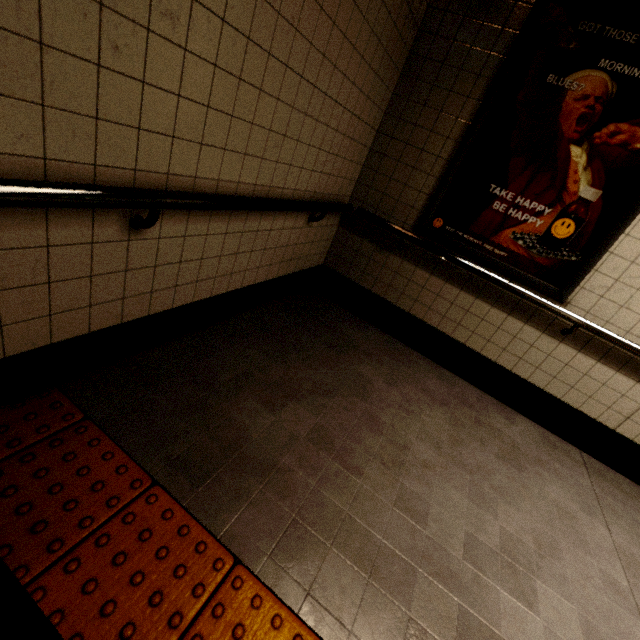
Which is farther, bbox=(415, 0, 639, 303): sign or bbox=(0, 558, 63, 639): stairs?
bbox=(415, 0, 639, 303): sign

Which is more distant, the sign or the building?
the sign

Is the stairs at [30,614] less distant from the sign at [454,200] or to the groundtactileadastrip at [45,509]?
the groundtactileadastrip at [45,509]

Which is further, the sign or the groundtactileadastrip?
the sign

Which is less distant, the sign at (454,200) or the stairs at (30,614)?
the stairs at (30,614)

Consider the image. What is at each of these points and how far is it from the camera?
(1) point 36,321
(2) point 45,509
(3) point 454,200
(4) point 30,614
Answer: (1) building, 1.2m
(2) groundtactileadastrip, 1.1m
(3) sign, 2.6m
(4) stairs, 0.8m

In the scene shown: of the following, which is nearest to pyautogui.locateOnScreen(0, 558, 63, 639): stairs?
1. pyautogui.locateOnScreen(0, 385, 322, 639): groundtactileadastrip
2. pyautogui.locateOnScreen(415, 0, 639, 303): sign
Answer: pyautogui.locateOnScreen(0, 385, 322, 639): groundtactileadastrip

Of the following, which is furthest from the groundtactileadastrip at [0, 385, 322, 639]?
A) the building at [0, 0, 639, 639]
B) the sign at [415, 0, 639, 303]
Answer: the sign at [415, 0, 639, 303]
